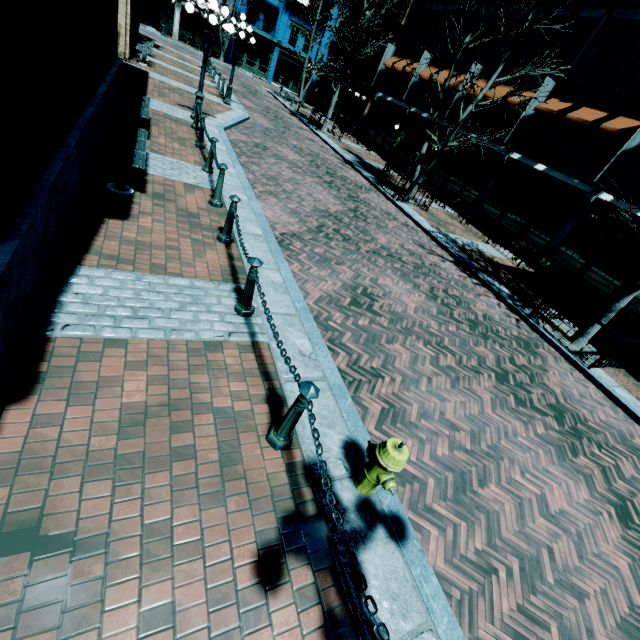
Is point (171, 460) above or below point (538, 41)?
below

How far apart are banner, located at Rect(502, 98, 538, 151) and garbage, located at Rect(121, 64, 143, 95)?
15.8 meters

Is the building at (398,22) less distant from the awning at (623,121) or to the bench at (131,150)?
the awning at (623,121)

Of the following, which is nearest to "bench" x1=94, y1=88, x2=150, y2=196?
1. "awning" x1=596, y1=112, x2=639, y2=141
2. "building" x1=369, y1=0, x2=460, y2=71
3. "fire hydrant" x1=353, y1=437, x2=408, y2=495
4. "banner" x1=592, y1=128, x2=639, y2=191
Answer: "fire hydrant" x1=353, y1=437, x2=408, y2=495

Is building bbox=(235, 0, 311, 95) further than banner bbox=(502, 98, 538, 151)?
Yes

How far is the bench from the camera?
5.55m

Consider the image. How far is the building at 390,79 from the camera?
23.1 meters

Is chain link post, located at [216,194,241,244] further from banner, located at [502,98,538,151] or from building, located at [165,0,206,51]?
building, located at [165,0,206,51]
